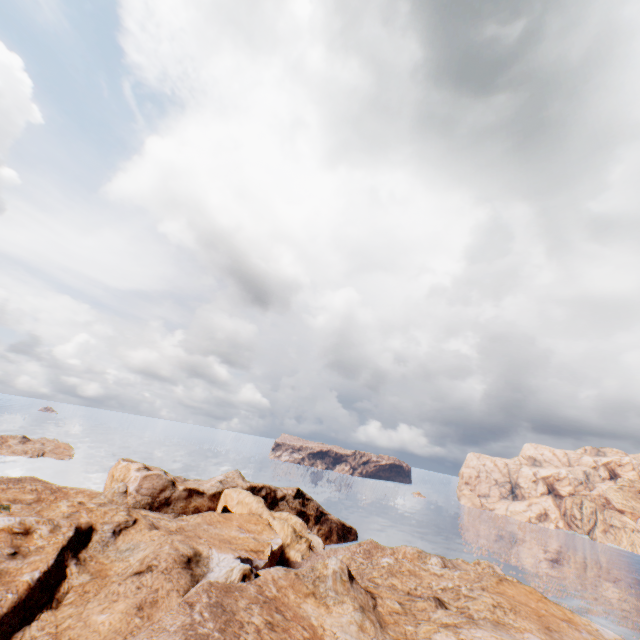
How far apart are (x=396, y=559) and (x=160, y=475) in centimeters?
3937cm
